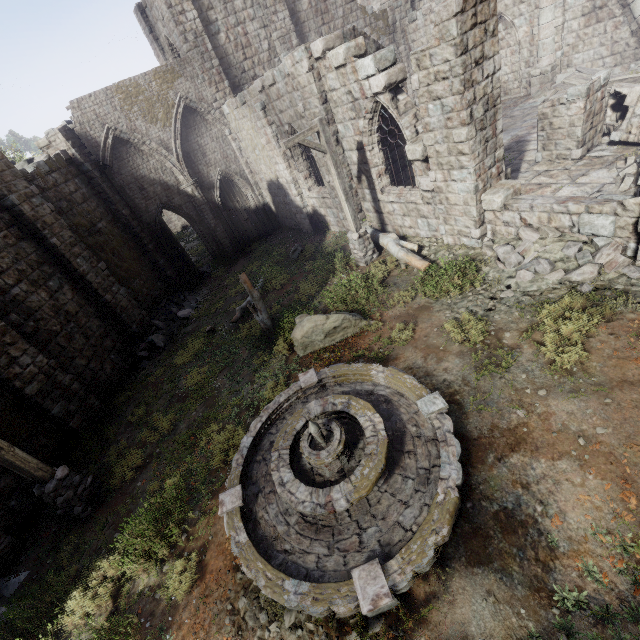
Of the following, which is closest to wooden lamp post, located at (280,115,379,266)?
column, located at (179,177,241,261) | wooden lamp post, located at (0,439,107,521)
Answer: wooden lamp post, located at (0,439,107,521)

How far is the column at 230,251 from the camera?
18.2m

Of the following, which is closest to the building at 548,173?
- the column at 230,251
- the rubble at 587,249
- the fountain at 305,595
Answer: the rubble at 587,249

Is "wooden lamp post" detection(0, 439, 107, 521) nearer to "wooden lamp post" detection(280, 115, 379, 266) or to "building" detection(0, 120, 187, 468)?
"building" detection(0, 120, 187, 468)

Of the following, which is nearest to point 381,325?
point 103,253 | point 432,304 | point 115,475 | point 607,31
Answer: point 432,304

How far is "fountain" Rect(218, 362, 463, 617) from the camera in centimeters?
406cm

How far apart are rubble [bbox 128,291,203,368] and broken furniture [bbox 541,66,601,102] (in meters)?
19.46

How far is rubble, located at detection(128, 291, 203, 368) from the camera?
13.6 meters
